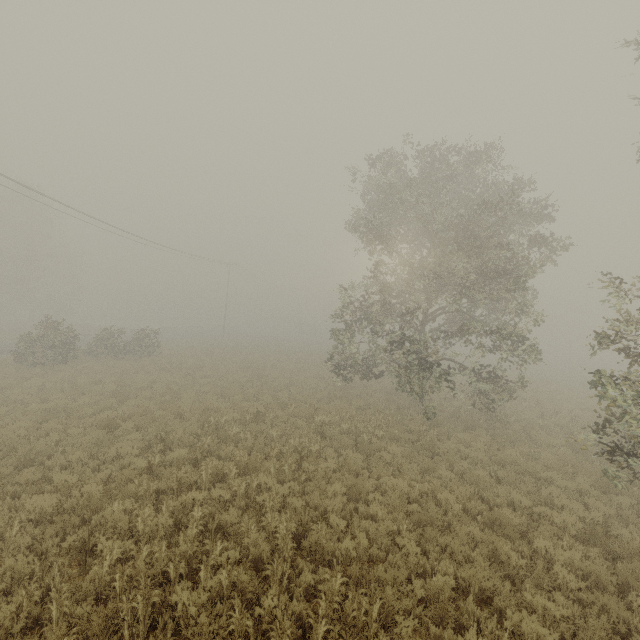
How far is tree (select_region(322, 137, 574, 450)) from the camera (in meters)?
13.59

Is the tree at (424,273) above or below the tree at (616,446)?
above

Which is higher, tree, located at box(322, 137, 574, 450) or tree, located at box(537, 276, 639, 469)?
tree, located at box(322, 137, 574, 450)

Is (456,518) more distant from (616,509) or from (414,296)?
(414,296)

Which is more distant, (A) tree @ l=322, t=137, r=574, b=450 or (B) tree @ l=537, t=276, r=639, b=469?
(A) tree @ l=322, t=137, r=574, b=450

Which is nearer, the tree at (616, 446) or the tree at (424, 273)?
the tree at (616, 446)
